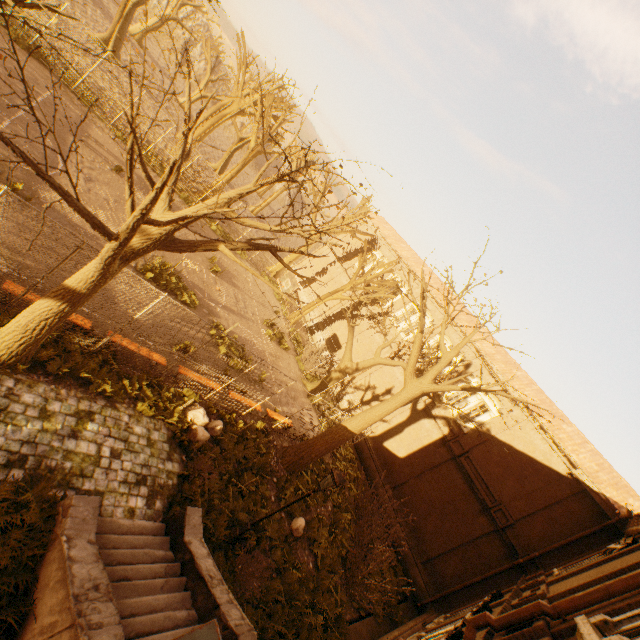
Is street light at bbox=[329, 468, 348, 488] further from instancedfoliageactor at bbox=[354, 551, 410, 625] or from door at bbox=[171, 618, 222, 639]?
instancedfoliageactor at bbox=[354, 551, 410, 625]

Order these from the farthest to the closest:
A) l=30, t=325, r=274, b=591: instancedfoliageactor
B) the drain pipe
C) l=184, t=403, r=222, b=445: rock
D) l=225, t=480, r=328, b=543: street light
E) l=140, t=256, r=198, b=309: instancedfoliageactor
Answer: l=140, t=256, r=198, b=309: instancedfoliageactor, l=184, t=403, r=222, b=445: rock, l=225, t=480, r=328, b=543: street light, l=30, t=325, r=274, b=591: instancedfoliageactor, the drain pipe

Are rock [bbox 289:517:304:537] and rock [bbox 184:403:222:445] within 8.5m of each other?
yes

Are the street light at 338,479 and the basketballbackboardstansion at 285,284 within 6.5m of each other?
no

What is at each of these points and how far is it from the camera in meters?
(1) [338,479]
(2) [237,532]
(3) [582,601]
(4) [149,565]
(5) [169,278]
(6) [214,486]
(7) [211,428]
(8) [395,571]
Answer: (1) street light, 8.4 m
(2) street light, 9.2 m
(3) drain pipe, 4.6 m
(4) stairs, 6.4 m
(5) instancedfoliageactor, 14.2 m
(6) instancedfoliageactor, 9.6 m
(7) rock, 11.0 m
(8) instancedfoliageactor, 16.8 m

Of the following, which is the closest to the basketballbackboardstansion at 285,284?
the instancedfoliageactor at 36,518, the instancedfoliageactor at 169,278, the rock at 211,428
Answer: the instancedfoliageactor at 169,278

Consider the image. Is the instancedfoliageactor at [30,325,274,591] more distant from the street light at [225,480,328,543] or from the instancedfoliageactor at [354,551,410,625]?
the instancedfoliageactor at [354,551,410,625]

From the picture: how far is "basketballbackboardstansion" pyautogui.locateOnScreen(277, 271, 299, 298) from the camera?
18.7m
